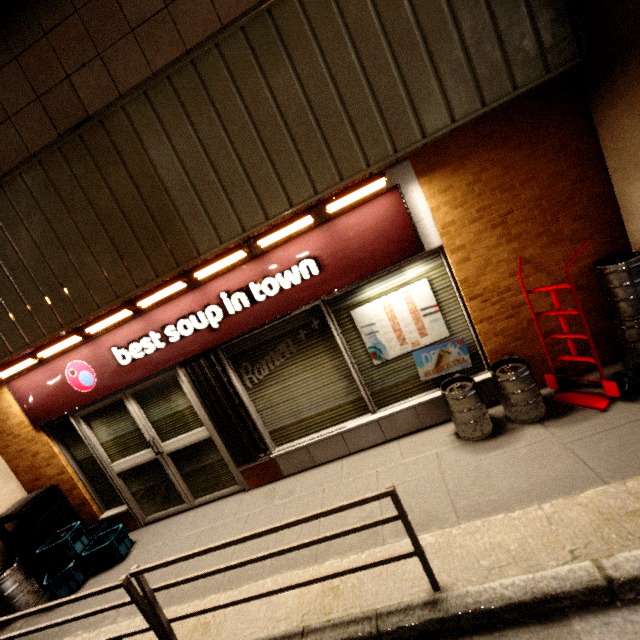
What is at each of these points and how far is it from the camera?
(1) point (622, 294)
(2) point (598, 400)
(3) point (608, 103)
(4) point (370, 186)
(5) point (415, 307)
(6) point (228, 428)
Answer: (1) barrel, 3.1m
(2) hand truck, 3.2m
(3) concrete pillar, 2.9m
(4) fluorescent light, 3.3m
(5) sign, 3.8m
(6) gate, 4.3m

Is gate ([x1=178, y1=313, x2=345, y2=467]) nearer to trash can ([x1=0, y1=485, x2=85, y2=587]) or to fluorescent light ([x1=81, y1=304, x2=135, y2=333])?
fluorescent light ([x1=81, y1=304, x2=135, y2=333])

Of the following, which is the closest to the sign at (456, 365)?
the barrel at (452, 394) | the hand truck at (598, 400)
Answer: the barrel at (452, 394)

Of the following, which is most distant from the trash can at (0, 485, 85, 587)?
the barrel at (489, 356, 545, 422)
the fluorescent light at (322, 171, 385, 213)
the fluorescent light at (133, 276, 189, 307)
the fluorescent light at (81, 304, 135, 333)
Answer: the barrel at (489, 356, 545, 422)

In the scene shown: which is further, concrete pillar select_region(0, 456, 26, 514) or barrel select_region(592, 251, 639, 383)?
concrete pillar select_region(0, 456, 26, 514)

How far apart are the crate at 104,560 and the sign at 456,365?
4.58m

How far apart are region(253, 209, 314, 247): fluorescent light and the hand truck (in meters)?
2.24

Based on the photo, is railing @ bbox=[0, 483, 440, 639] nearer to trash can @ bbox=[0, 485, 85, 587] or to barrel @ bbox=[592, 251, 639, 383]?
trash can @ bbox=[0, 485, 85, 587]
